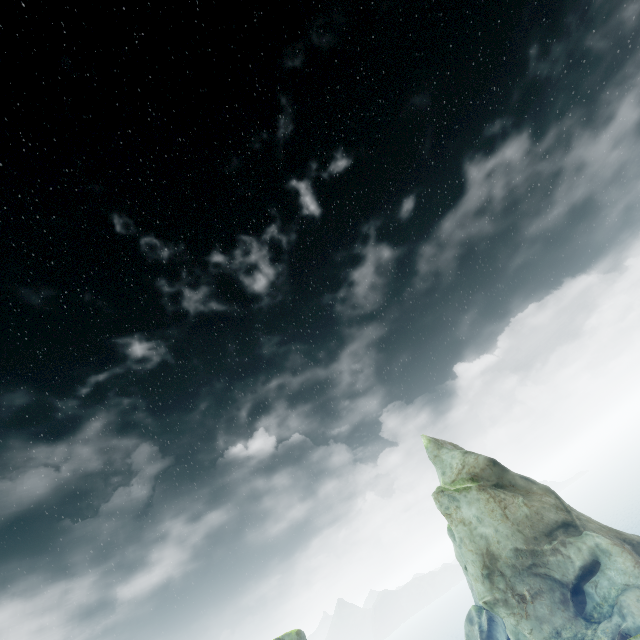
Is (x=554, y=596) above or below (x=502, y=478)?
below
